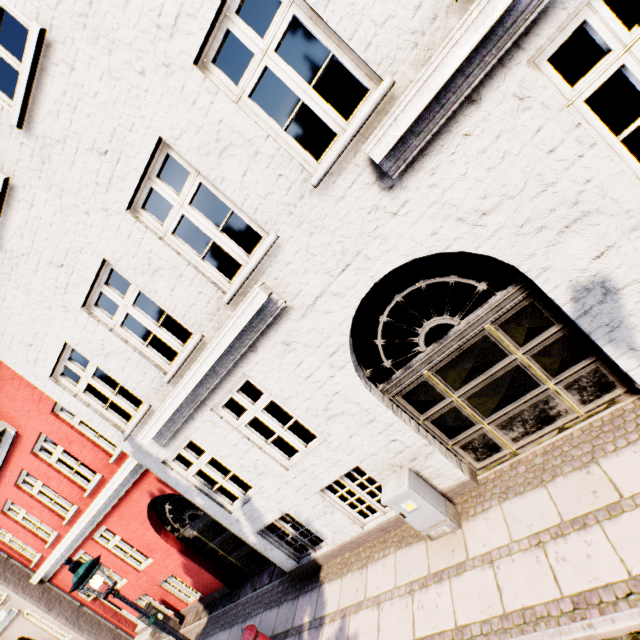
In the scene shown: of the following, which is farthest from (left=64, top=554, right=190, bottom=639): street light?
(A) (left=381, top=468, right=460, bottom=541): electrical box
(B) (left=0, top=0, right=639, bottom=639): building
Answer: (A) (left=381, top=468, right=460, bottom=541): electrical box

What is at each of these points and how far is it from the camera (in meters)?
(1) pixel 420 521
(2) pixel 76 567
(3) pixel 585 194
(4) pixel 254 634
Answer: (1) electrical box, 4.75
(2) street light, 4.94
(3) building, 3.20
(4) hydrant, 4.93

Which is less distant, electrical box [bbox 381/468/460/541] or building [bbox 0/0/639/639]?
building [bbox 0/0/639/639]

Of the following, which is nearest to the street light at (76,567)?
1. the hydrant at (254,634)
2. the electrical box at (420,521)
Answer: the hydrant at (254,634)

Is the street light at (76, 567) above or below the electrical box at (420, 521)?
above

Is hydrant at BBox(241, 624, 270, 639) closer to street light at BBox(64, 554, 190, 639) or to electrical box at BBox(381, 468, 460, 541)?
street light at BBox(64, 554, 190, 639)

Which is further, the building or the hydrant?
the hydrant

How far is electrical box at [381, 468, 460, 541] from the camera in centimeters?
460cm
